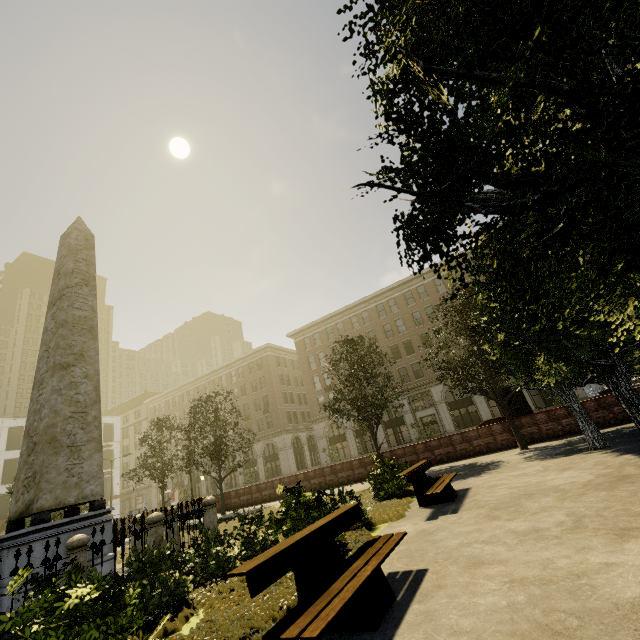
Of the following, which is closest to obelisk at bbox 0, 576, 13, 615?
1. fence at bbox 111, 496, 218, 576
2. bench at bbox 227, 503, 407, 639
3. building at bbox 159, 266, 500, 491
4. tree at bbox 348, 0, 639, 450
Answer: fence at bbox 111, 496, 218, 576

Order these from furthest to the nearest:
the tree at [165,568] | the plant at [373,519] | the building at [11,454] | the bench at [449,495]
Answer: the building at [11,454], the bench at [449,495], the plant at [373,519], the tree at [165,568]

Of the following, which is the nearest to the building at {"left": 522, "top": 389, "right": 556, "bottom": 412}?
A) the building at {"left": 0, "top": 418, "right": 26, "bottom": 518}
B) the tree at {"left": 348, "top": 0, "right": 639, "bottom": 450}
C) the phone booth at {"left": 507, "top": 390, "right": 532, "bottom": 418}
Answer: the tree at {"left": 348, "top": 0, "right": 639, "bottom": 450}

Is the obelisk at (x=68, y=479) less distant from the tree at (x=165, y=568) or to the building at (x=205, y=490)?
the tree at (x=165, y=568)

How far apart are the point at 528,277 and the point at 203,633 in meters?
5.3 m

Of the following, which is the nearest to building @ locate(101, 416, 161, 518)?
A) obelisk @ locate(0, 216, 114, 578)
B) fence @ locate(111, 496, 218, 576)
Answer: fence @ locate(111, 496, 218, 576)

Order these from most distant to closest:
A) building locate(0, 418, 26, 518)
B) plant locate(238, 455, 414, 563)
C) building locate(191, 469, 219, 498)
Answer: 1. building locate(191, 469, 219, 498)
2. building locate(0, 418, 26, 518)
3. plant locate(238, 455, 414, 563)

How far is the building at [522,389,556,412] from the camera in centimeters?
3180cm
